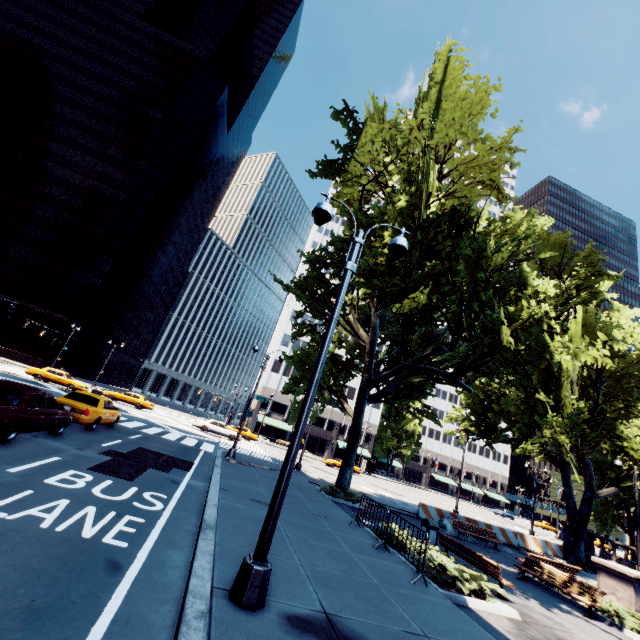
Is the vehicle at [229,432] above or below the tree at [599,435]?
below

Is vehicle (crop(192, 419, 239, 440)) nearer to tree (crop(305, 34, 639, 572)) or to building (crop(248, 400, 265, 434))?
tree (crop(305, 34, 639, 572))

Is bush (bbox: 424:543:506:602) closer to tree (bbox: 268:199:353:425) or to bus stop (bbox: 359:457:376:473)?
tree (bbox: 268:199:353:425)

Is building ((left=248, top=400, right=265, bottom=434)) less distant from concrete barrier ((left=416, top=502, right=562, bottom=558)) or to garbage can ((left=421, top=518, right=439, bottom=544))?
concrete barrier ((left=416, top=502, right=562, bottom=558))

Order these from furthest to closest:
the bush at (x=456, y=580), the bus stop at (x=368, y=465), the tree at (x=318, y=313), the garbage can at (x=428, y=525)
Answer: the bus stop at (x=368, y=465)
the tree at (x=318, y=313)
the garbage can at (x=428, y=525)
the bush at (x=456, y=580)

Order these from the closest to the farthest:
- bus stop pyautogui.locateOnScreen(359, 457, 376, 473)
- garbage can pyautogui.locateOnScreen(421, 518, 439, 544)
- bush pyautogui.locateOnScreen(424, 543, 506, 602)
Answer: bush pyautogui.locateOnScreen(424, 543, 506, 602) → garbage can pyautogui.locateOnScreen(421, 518, 439, 544) → bus stop pyautogui.locateOnScreen(359, 457, 376, 473)

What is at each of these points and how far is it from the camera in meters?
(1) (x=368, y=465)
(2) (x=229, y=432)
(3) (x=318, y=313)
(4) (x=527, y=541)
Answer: (1) bus stop, 56.7 m
(2) vehicle, 33.5 m
(3) tree, 18.3 m
(4) concrete barrier, 22.8 m

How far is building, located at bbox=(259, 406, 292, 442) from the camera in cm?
5765
